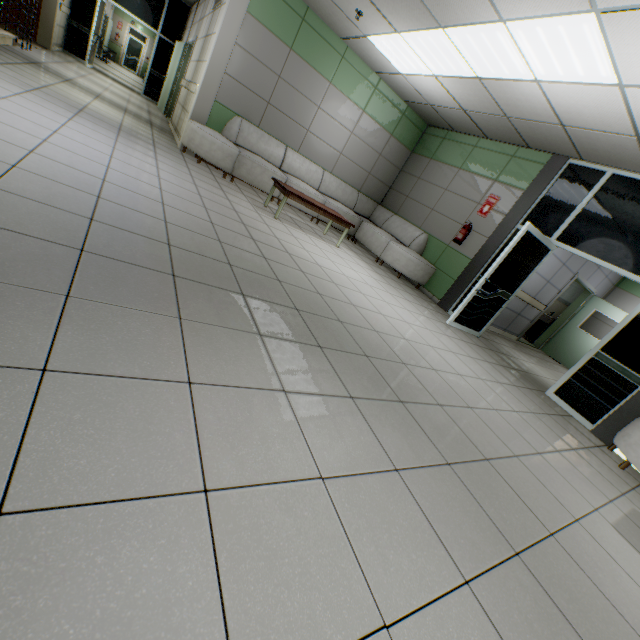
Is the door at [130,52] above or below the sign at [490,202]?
below

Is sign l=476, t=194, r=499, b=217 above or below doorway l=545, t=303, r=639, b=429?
above

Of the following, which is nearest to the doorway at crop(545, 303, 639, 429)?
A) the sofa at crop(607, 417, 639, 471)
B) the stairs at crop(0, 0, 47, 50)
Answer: the sofa at crop(607, 417, 639, 471)

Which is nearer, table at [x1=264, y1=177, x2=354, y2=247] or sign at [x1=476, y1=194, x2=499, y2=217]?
table at [x1=264, y1=177, x2=354, y2=247]

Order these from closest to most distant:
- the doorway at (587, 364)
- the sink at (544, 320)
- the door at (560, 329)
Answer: the doorway at (587, 364) → the door at (560, 329) → the sink at (544, 320)

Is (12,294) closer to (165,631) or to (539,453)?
(165,631)

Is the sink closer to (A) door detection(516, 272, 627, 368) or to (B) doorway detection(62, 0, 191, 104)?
(A) door detection(516, 272, 627, 368)

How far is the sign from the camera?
6.3 meters
